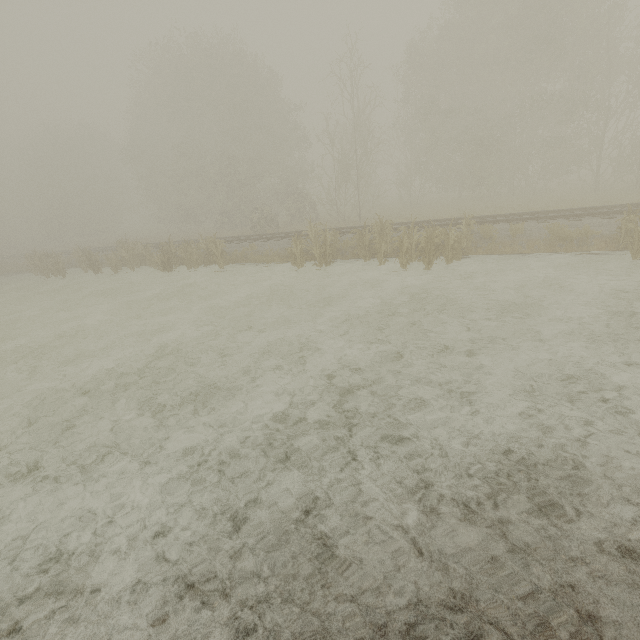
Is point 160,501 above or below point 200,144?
below
